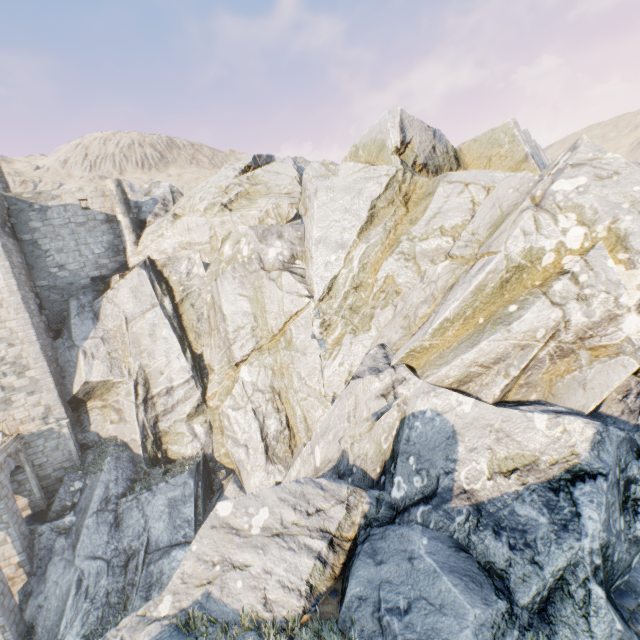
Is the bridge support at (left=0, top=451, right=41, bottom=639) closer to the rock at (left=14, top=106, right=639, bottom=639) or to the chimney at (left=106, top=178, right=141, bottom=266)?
the rock at (left=14, top=106, right=639, bottom=639)

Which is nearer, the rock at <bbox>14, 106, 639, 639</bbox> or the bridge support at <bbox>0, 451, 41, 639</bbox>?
the rock at <bbox>14, 106, 639, 639</bbox>

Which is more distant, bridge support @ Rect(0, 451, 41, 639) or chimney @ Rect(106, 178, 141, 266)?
chimney @ Rect(106, 178, 141, 266)

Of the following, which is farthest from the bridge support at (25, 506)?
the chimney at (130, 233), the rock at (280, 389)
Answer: the chimney at (130, 233)

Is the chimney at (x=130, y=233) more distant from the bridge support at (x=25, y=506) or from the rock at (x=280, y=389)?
the bridge support at (x=25, y=506)

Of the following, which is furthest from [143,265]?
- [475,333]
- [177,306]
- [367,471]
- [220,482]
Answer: [475,333]

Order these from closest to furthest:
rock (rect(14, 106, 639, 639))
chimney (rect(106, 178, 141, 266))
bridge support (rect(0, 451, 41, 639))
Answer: rock (rect(14, 106, 639, 639)) < bridge support (rect(0, 451, 41, 639)) < chimney (rect(106, 178, 141, 266))

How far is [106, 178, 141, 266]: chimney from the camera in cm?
2230
